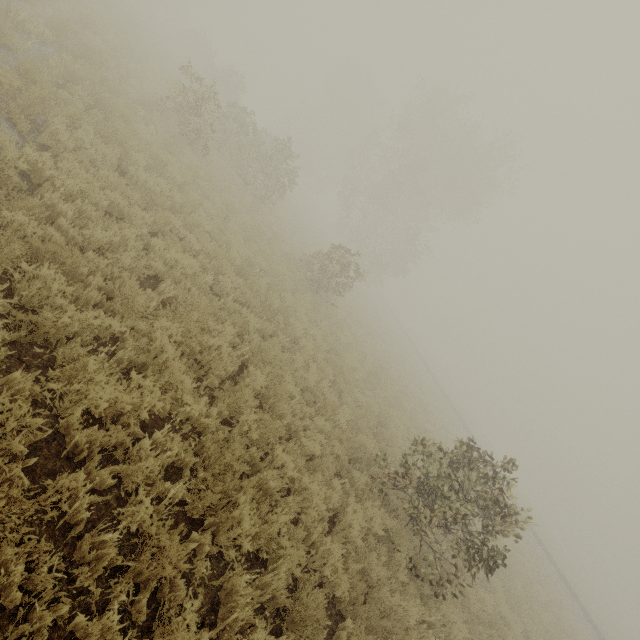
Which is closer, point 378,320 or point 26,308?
point 26,308
